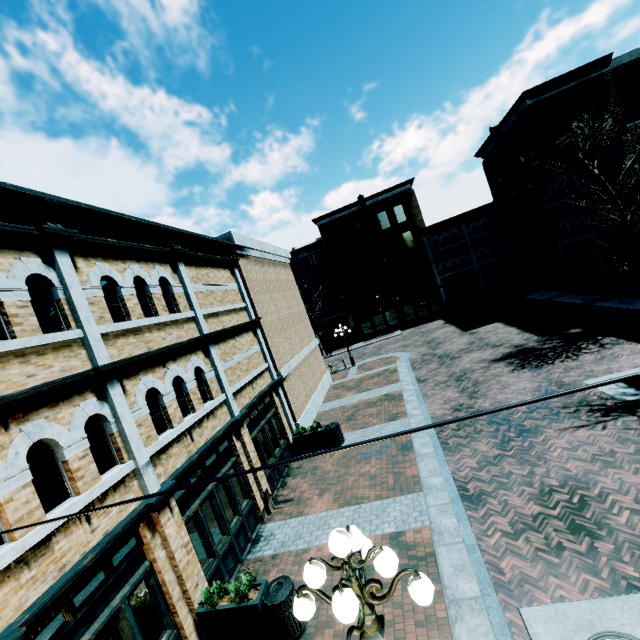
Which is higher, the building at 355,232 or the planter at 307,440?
the building at 355,232

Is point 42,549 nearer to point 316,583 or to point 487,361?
point 316,583

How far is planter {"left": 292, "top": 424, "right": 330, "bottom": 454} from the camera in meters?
13.5

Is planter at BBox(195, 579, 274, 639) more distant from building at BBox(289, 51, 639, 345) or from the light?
building at BBox(289, 51, 639, 345)

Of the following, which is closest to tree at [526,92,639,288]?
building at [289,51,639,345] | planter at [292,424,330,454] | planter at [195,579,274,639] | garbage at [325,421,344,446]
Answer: building at [289,51,639,345]

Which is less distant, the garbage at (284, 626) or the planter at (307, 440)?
the garbage at (284, 626)

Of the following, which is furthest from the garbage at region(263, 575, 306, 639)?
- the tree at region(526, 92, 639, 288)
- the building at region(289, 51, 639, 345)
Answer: the building at region(289, 51, 639, 345)

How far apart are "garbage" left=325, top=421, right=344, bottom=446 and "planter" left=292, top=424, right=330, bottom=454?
0.0m
